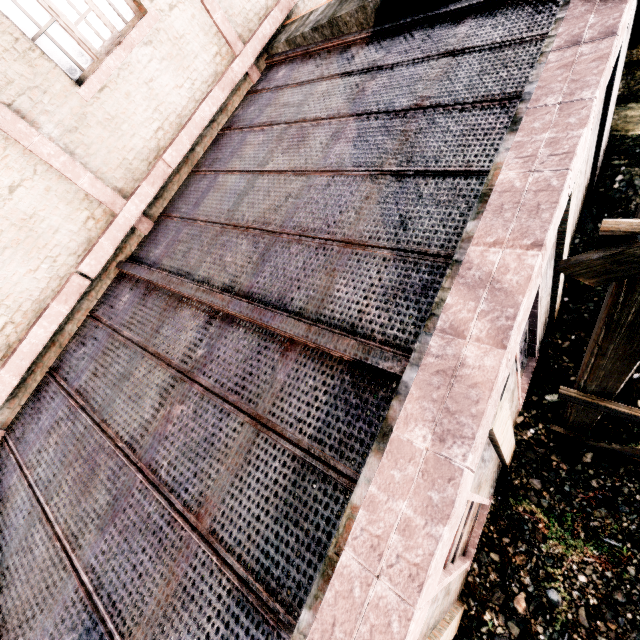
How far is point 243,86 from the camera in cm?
750
